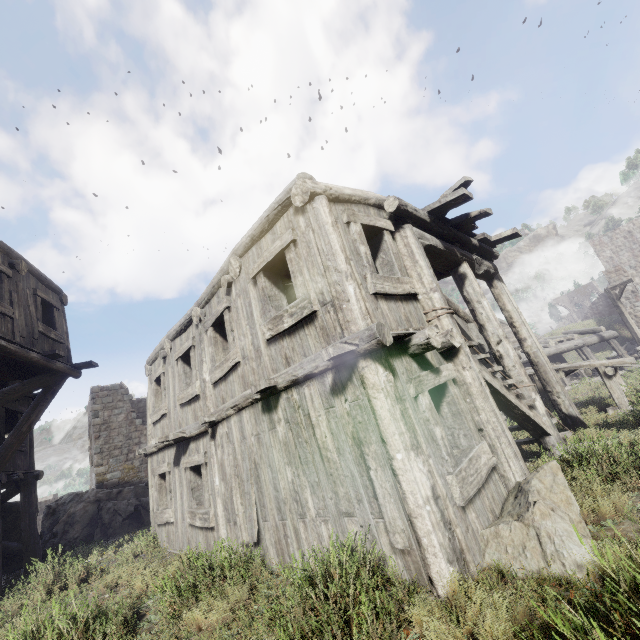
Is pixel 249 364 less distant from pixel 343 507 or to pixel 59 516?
pixel 343 507

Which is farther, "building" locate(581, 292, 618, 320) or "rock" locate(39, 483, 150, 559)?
"building" locate(581, 292, 618, 320)

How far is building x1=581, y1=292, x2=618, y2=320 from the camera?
45.83m

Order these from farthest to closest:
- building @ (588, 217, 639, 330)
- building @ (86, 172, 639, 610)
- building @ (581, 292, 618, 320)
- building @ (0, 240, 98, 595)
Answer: building @ (581, 292, 618, 320) → building @ (588, 217, 639, 330) → building @ (0, 240, 98, 595) → building @ (86, 172, 639, 610)

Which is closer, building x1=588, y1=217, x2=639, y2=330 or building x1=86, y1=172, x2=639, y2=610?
building x1=86, y1=172, x2=639, y2=610

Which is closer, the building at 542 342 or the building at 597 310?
the building at 542 342

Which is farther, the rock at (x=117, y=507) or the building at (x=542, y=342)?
the rock at (x=117, y=507)

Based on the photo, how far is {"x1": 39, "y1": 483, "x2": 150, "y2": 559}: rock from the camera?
12.84m
